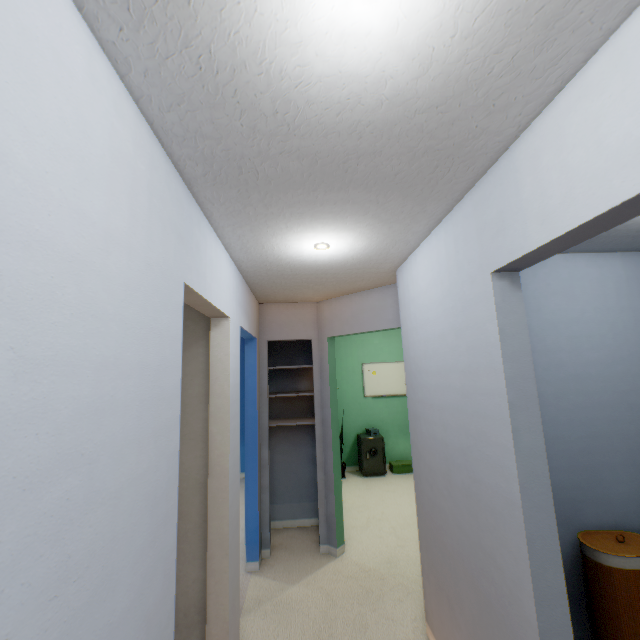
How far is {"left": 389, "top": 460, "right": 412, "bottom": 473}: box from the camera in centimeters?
539cm

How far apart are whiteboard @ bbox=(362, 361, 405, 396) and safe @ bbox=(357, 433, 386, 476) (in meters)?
0.74

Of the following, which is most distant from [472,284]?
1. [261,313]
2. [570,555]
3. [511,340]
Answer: [261,313]

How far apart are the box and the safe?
0.20m

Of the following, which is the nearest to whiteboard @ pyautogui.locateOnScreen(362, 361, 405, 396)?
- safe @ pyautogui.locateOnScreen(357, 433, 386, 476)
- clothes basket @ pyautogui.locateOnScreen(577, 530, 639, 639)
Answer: safe @ pyautogui.locateOnScreen(357, 433, 386, 476)

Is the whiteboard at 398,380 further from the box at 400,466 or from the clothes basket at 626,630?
the clothes basket at 626,630

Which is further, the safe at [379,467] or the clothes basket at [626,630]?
the safe at [379,467]

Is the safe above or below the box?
above
